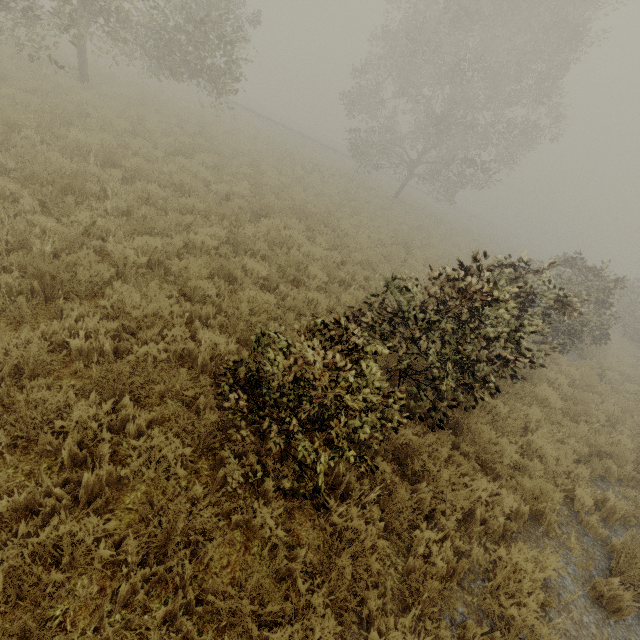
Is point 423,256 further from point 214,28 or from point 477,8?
point 477,8

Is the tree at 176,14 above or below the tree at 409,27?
below

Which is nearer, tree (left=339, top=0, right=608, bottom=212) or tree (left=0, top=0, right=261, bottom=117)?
tree (left=0, top=0, right=261, bottom=117)

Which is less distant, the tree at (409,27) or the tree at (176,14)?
the tree at (176,14)

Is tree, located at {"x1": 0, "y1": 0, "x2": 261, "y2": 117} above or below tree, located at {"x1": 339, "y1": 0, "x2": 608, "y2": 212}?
below
